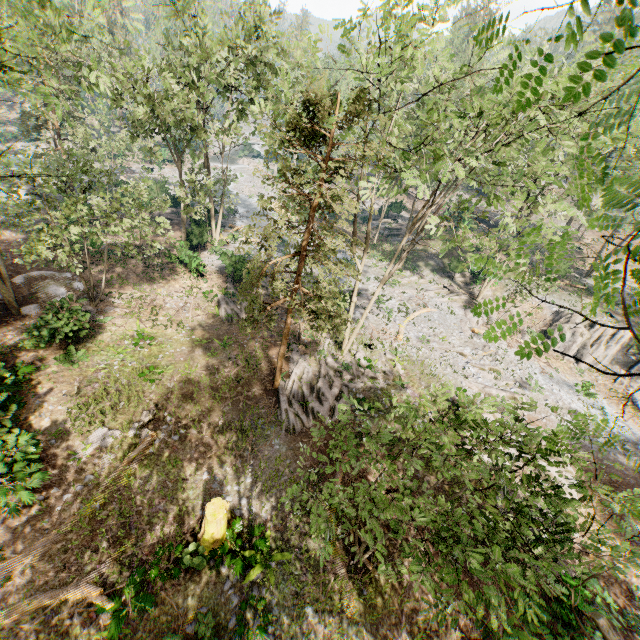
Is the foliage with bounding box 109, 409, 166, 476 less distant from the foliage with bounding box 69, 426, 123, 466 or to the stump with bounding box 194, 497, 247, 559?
the stump with bounding box 194, 497, 247, 559

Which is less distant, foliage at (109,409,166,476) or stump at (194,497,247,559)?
stump at (194,497,247,559)

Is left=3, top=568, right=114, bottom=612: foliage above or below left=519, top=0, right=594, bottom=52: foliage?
below

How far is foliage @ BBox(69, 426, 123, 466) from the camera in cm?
1297

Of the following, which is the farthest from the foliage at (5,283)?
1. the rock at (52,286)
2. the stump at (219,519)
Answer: the stump at (219,519)

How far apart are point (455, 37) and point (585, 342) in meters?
47.3

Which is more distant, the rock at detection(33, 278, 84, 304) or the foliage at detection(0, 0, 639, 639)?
the rock at detection(33, 278, 84, 304)

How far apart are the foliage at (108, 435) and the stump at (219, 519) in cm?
518
